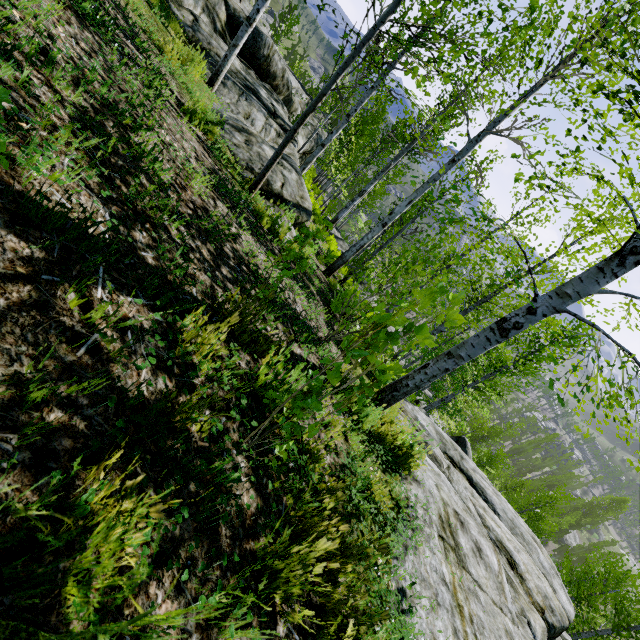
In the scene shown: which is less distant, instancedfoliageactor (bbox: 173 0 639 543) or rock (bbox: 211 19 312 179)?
instancedfoliageactor (bbox: 173 0 639 543)

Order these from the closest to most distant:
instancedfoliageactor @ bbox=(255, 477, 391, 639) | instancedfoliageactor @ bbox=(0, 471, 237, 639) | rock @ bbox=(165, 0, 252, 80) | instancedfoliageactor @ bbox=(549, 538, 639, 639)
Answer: instancedfoliageactor @ bbox=(0, 471, 237, 639) → instancedfoliageactor @ bbox=(255, 477, 391, 639) → rock @ bbox=(165, 0, 252, 80) → instancedfoliageactor @ bbox=(549, 538, 639, 639)

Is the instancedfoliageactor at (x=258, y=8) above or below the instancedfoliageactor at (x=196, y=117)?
below

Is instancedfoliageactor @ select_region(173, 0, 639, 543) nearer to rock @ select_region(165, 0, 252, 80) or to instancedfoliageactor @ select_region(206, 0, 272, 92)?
rock @ select_region(165, 0, 252, 80)

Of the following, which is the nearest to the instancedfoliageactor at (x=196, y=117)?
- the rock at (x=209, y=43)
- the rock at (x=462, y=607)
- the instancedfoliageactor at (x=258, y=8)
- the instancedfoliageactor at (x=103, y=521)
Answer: the rock at (x=462, y=607)

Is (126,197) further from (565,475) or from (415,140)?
(565,475)
